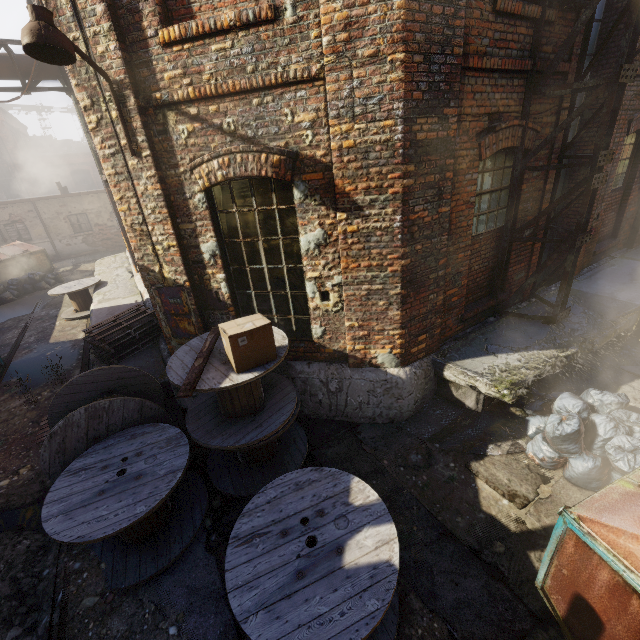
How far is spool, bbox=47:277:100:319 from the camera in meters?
10.6 m

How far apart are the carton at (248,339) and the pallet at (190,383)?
0.3m

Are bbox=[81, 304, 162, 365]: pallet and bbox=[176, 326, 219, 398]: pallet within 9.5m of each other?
yes

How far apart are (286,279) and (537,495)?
4.4m

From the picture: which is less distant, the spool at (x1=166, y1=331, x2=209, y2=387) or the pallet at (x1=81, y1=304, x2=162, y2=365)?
the spool at (x1=166, y1=331, x2=209, y2=387)

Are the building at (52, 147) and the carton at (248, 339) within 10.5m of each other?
no

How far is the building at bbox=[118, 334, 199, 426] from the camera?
5.7m

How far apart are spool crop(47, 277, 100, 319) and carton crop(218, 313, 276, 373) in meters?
9.6 m
